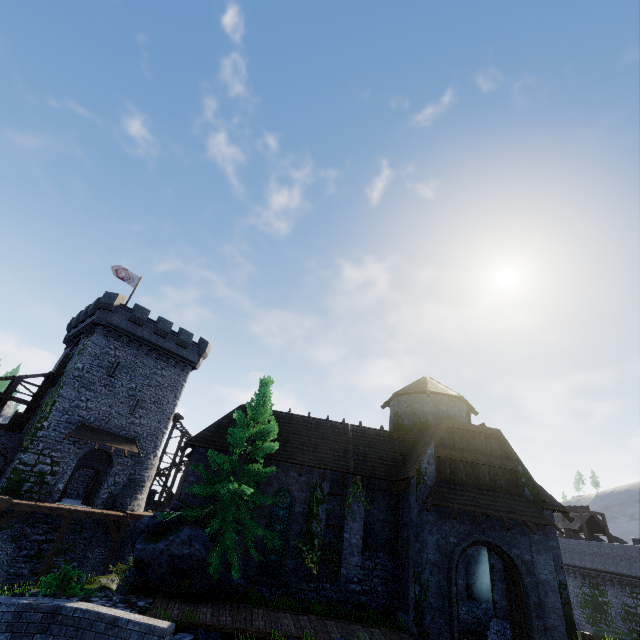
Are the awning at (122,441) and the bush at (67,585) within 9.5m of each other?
no

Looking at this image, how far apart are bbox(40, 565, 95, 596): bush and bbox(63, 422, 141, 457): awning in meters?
14.7

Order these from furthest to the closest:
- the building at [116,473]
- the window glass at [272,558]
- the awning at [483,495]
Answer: the building at [116,473] < the window glass at [272,558] < the awning at [483,495]

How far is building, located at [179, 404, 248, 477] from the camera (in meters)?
17.92

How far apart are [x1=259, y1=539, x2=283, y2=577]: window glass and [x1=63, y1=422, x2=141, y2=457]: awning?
17.2 meters

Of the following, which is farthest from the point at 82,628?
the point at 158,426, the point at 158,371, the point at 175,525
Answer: the point at 158,371

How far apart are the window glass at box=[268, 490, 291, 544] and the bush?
7.27m
